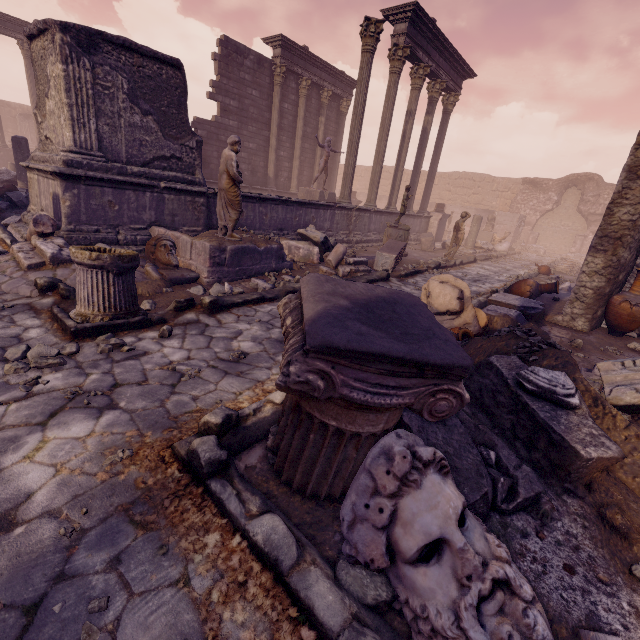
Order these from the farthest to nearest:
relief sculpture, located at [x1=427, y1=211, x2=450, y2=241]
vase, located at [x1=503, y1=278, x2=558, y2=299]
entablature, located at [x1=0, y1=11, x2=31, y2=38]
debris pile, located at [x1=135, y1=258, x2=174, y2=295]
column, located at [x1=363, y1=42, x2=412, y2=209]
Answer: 1. relief sculpture, located at [x1=427, y1=211, x2=450, y2=241]
2. entablature, located at [x1=0, y1=11, x2=31, y2=38]
3. column, located at [x1=363, y1=42, x2=412, y2=209]
4. vase, located at [x1=503, y1=278, x2=558, y2=299]
5. debris pile, located at [x1=135, y1=258, x2=174, y2=295]

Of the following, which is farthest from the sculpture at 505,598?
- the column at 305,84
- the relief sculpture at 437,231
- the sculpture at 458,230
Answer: the column at 305,84

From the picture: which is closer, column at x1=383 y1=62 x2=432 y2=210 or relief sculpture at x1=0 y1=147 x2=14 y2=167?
column at x1=383 y1=62 x2=432 y2=210

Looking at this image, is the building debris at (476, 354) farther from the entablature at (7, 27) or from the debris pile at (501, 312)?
the entablature at (7, 27)

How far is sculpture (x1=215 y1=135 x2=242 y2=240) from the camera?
5.86m

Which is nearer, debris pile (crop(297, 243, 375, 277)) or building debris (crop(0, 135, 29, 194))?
debris pile (crop(297, 243, 375, 277))

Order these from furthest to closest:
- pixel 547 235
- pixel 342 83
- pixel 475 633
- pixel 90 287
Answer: pixel 547 235 < pixel 342 83 < pixel 90 287 < pixel 475 633

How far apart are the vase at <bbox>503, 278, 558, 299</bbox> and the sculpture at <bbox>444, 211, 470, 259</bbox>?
4.8 meters
